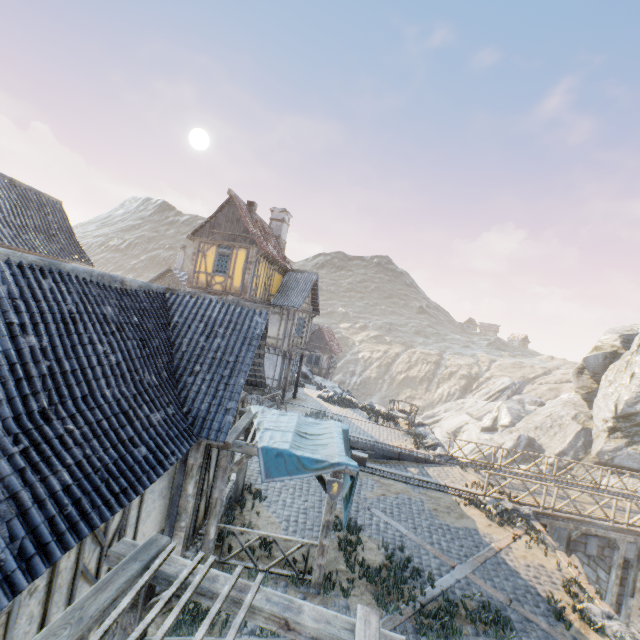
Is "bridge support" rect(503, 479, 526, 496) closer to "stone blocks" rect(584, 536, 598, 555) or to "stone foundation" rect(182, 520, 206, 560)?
"stone blocks" rect(584, 536, 598, 555)

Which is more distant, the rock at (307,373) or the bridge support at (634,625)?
the rock at (307,373)

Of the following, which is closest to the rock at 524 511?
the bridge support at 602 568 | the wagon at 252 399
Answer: the bridge support at 602 568

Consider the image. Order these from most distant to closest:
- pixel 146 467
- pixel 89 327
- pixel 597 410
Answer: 1. pixel 597 410
2. pixel 89 327
3. pixel 146 467

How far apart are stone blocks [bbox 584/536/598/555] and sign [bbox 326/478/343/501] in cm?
1362

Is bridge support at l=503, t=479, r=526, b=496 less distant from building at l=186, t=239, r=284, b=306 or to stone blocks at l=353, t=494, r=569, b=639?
stone blocks at l=353, t=494, r=569, b=639

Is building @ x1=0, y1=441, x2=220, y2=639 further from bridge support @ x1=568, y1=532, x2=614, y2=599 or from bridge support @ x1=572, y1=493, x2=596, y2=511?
bridge support @ x1=568, y1=532, x2=614, y2=599

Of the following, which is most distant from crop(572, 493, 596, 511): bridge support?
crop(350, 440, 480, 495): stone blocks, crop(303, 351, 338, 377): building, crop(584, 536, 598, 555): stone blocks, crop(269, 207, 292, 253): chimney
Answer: crop(303, 351, 338, 377): building
